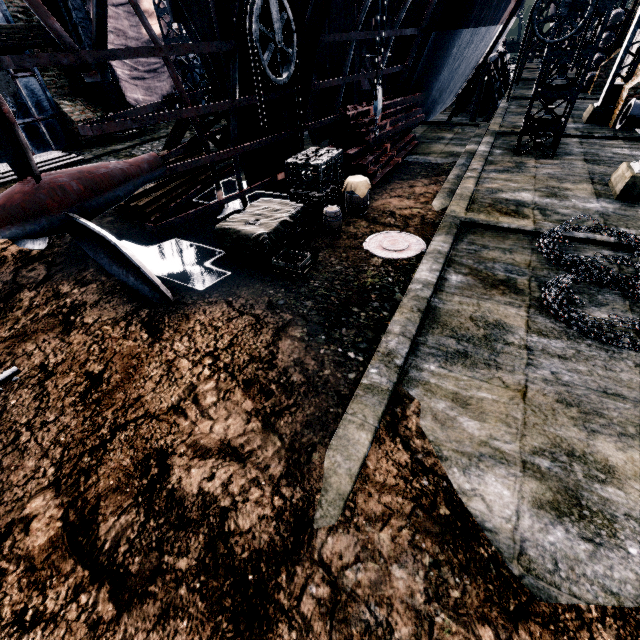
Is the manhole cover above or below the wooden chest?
below

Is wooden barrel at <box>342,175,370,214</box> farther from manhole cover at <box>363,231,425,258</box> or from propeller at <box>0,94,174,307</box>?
propeller at <box>0,94,174,307</box>

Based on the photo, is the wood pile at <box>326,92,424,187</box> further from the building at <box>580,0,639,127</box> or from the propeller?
the building at <box>580,0,639,127</box>

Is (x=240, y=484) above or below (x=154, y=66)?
below

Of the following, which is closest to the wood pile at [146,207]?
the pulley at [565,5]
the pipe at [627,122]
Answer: the pulley at [565,5]

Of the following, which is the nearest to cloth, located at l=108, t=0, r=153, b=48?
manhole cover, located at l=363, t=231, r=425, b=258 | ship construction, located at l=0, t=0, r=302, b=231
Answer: ship construction, located at l=0, t=0, r=302, b=231

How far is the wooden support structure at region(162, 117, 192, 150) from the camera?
11.5m

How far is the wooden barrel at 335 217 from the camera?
9.44m
